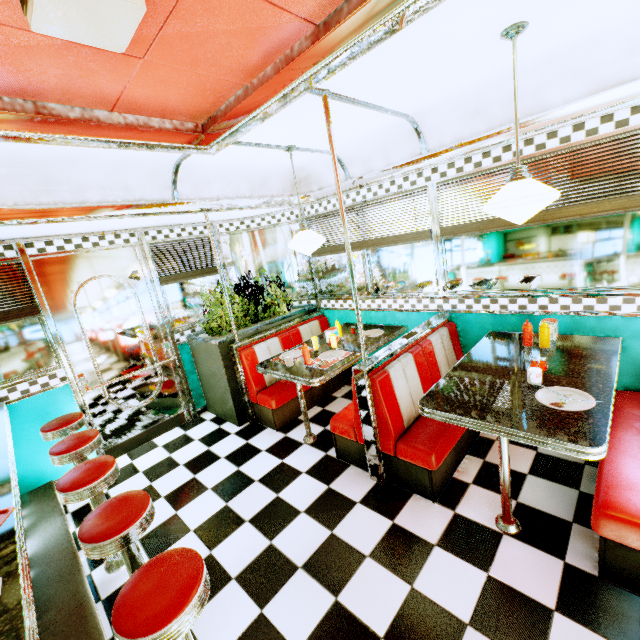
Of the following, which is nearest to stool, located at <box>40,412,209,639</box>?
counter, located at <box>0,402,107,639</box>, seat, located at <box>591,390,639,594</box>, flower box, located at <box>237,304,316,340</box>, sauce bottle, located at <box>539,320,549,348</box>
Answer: counter, located at <box>0,402,107,639</box>

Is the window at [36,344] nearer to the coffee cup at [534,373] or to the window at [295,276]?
the window at [295,276]

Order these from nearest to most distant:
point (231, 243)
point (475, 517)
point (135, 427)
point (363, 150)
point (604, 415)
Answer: point (604, 415) < point (475, 517) < point (363, 150) < point (135, 427) < point (231, 243)

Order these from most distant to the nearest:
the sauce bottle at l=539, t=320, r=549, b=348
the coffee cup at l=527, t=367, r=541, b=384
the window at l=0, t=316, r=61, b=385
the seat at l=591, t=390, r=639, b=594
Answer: the window at l=0, t=316, r=61, b=385 < the sauce bottle at l=539, t=320, r=549, b=348 < the coffee cup at l=527, t=367, r=541, b=384 < the seat at l=591, t=390, r=639, b=594

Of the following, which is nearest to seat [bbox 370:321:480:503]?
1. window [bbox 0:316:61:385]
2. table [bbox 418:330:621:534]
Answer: table [bbox 418:330:621:534]

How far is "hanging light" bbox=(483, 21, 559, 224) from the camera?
1.87m

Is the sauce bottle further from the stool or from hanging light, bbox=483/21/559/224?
the stool

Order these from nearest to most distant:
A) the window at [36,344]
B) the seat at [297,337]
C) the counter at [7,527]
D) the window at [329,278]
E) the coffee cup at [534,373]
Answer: the counter at [7,527] < the coffee cup at [534,373] < the window at [36,344] < the seat at [297,337] < the window at [329,278]
